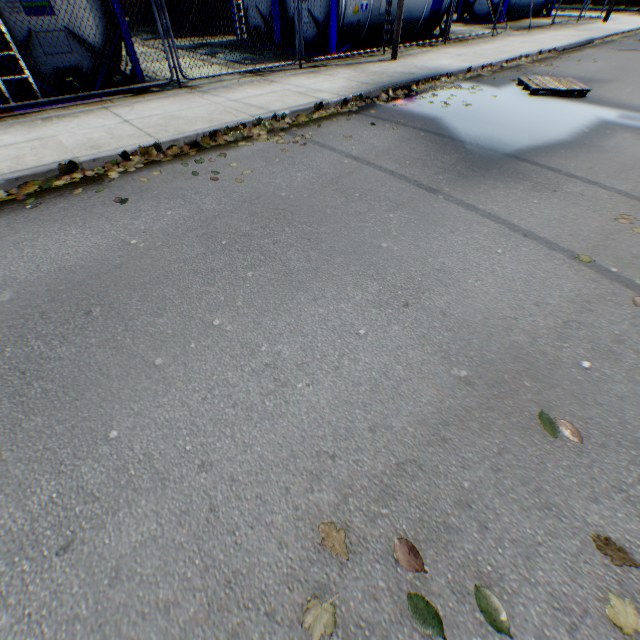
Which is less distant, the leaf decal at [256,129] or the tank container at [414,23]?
the leaf decal at [256,129]

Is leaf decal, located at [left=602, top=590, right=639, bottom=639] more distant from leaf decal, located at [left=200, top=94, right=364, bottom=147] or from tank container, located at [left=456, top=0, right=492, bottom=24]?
tank container, located at [left=456, top=0, right=492, bottom=24]

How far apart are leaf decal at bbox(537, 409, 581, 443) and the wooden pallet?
9.2 meters

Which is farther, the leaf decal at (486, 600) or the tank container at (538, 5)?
the tank container at (538, 5)

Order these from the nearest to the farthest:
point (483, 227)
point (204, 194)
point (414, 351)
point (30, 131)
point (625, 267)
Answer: point (414, 351), point (625, 267), point (483, 227), point (204, 194), point (30, 131)

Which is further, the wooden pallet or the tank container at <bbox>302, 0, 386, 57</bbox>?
the tank container at <bbox>302, 0, 386, 57</bbox>

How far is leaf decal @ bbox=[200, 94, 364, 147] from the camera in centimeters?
567cm

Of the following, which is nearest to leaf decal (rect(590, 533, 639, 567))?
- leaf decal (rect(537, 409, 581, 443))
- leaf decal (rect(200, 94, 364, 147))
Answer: leaf decal (rect(537, 409, 581, 443))
